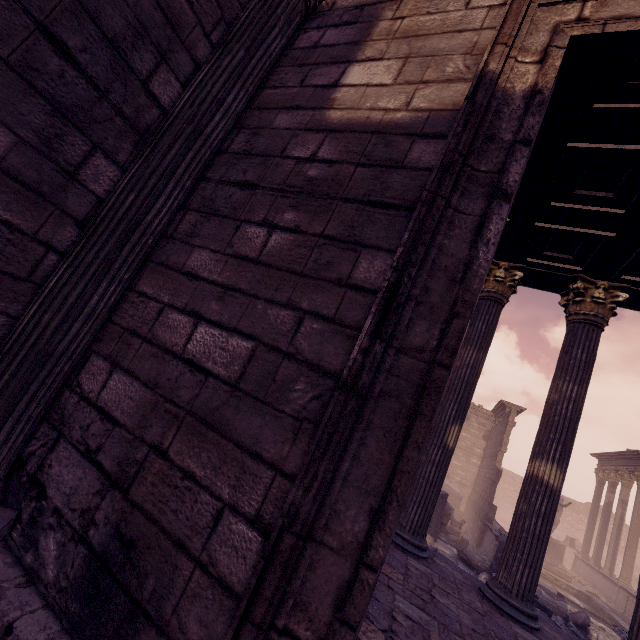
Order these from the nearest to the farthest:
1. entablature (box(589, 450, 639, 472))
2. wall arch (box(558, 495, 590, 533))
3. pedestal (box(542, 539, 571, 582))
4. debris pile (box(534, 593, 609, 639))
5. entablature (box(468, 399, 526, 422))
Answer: debris pile (box(534, 593, 609, 639)) → pedestal (box(542, 539, 571, 582)) → entablature (box(589, 450, 639, 472)) → entablature (box(468, 399, 526, 422)) → wall arch (box(558, 495, 590, 533))

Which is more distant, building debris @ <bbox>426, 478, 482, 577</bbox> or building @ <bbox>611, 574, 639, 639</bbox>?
building debris @ <bbox>426, 478, 482, 577</bbox>

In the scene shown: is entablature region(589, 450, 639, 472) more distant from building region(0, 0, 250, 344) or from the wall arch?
building region(0, 0, 250, 344)

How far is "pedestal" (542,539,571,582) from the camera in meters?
15.9

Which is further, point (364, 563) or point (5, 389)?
point (5, 389)

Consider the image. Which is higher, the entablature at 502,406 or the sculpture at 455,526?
the entablature at 502,406

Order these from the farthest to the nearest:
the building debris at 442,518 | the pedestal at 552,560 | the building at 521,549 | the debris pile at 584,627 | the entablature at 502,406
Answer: the entablature at 502,406 < the pedestal at 552,560 < the building debris at 442,518 < the debris pile at 584,627 < the building at 521,549

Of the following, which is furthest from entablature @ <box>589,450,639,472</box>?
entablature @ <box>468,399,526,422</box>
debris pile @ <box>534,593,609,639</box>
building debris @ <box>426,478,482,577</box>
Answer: building debris @ <box>426,478,482,577</box>
